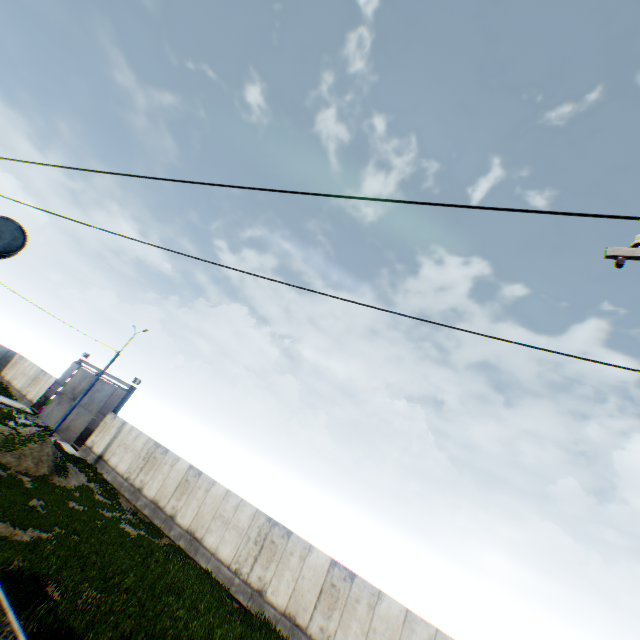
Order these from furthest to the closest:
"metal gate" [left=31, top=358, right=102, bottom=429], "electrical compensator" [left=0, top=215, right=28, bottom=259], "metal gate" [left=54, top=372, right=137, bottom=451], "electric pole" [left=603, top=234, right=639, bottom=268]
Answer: "metal gate" [left=31, top=358, right=102, bottom=429] → "metal gate" [left=54, top=372, right=137, bottom=451] → "electrical compensator" [left=0, top=215, right=28, bottom=259] → "electric pole" [left=603, top=234, right=639, bottom=268]

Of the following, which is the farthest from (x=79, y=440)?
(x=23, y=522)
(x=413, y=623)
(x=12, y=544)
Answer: (x=413, y=623)

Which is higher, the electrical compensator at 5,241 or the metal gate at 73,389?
the electrical compensator at 5,241

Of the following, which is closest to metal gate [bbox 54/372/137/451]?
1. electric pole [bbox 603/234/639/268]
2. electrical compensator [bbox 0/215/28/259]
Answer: electrical compensator [bbox 0/215/28/259]

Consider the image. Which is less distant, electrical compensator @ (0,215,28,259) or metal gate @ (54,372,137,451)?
electrical compensator @ (0,215,28,259)

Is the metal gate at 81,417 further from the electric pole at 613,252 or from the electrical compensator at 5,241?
the electric pole at 613,252

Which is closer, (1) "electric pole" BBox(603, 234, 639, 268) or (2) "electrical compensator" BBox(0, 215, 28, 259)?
(1) "electric pole" BBox(603, 234, 639, 268)
